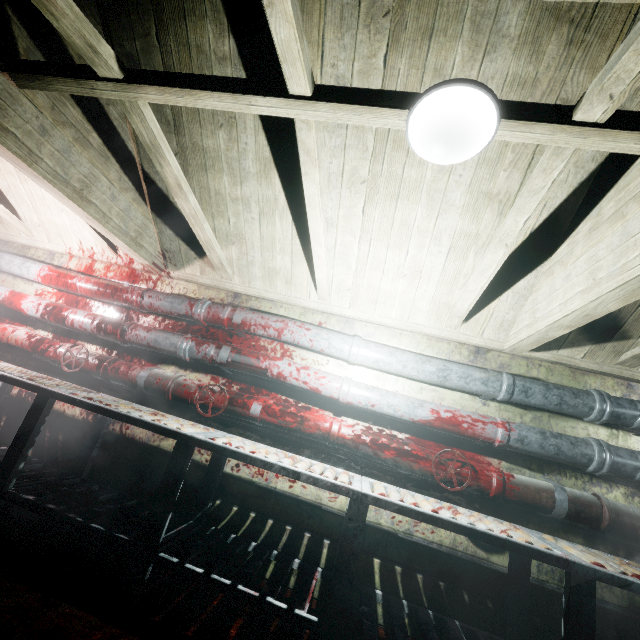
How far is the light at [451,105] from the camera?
1.07m

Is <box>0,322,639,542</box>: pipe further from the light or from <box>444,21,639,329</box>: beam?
the light

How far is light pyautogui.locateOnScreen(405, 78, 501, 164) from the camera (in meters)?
1.07

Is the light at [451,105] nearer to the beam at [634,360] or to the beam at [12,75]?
the beam at [12,75]

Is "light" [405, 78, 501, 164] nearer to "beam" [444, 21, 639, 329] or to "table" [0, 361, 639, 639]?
"beam" [444, 21, 639, 329]

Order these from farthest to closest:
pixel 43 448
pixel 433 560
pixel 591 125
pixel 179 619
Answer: pixel 43 448
pixel 433 560
pixel 179 619
pixel 591 125

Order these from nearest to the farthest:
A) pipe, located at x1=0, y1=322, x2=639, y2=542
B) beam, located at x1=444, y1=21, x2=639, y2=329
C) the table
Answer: beam, located at x1=444, y1=21, x2=639, y2=329 → the table → pipe, located at x1=0, y1=322, x2=639, y2=542

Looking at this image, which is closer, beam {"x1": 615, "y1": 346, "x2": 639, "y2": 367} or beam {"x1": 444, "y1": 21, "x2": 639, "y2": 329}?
beam {"x1": 444, "y1": 21, "x2": 639, "y2": 329}
